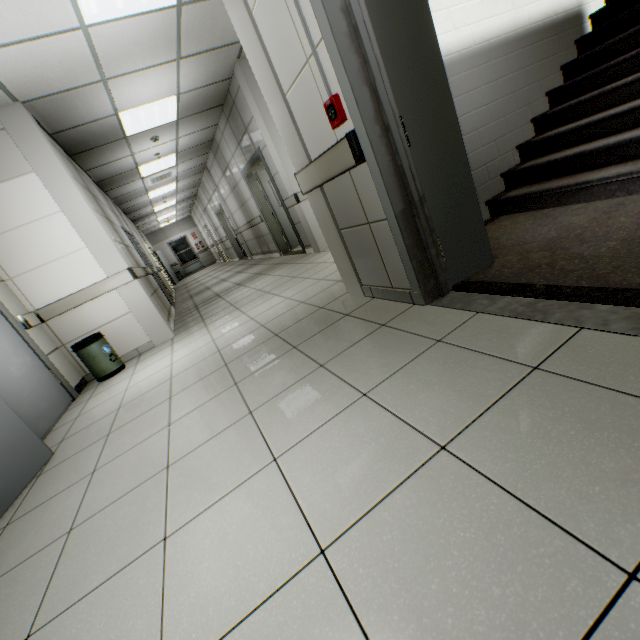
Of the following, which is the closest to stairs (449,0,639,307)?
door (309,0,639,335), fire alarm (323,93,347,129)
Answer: door (309,0,639,335)

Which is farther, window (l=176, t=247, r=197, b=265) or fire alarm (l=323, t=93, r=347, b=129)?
window (l=176, t=247, r=197, b=265)

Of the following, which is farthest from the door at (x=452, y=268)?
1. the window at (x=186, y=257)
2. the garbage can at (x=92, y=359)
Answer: the window at (x=186, y=257)

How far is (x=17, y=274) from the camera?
4.02m

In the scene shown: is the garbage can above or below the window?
below

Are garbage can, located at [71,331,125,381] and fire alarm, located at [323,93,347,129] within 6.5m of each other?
yes

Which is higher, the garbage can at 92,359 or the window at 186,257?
the window at 186,257

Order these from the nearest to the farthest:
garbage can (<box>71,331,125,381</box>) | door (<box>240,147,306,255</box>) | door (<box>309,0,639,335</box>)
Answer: door (<box>309,0,639,335</box>)
garbage can (<box>71,331,125,381</box>)
door (<box>240,147,306,255</box>)
